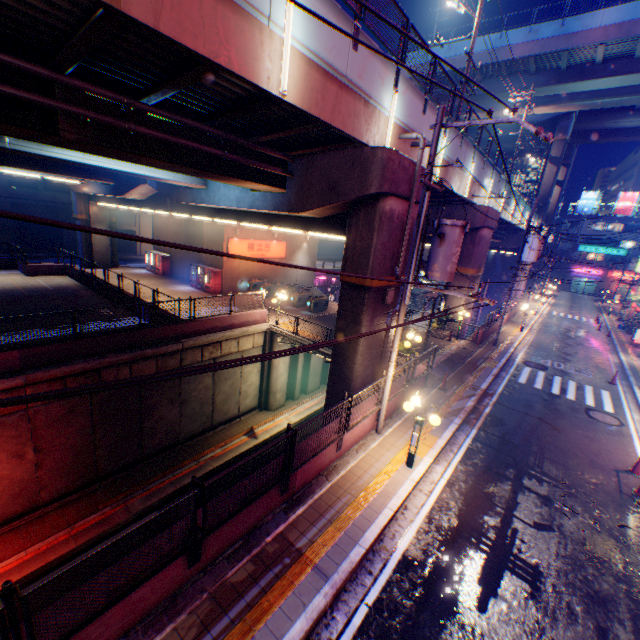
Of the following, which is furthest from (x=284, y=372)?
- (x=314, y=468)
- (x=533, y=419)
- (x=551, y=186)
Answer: (x=551, y=186)

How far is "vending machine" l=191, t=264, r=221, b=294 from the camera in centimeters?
2661cm

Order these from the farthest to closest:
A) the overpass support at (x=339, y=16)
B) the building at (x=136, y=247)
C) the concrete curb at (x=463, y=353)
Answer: the building at (x=136, y=247)
the concrete curb at (x=463, y=353)
the overpass support at (x=339, y=16)

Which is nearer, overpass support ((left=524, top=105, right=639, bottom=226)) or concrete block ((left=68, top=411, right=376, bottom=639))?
concrete block ((left=68, top=411, right=376, bottom=639))

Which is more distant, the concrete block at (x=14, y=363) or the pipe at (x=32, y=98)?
the concrete block at (x=14, y=363)

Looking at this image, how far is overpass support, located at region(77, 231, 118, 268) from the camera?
30.3 meters

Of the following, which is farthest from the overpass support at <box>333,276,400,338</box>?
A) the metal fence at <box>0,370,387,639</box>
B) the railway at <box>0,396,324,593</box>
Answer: the railway at <box>0,396,324,593</box>

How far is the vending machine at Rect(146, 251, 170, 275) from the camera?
31.5 meters
